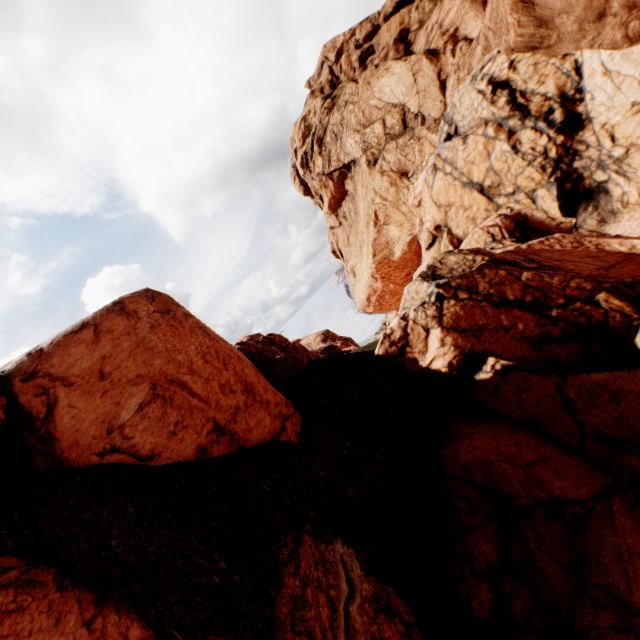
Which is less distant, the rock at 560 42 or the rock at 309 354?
the rock at 560 42

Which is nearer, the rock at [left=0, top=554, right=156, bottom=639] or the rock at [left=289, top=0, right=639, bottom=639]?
the rock at [left=0, top=554, right=156, bottom=639]

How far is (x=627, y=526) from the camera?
4.4m

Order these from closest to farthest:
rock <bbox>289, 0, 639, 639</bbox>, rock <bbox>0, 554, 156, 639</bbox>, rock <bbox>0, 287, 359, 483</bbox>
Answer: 1. rock <bbox>0, 554, 156, 639</bbox>
2. rock <bbox>289, 0, 639, 639</bbox>
3. rock <bbox>0, 287, 359, 483</bbox>

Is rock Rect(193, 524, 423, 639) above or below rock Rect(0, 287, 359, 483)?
below
